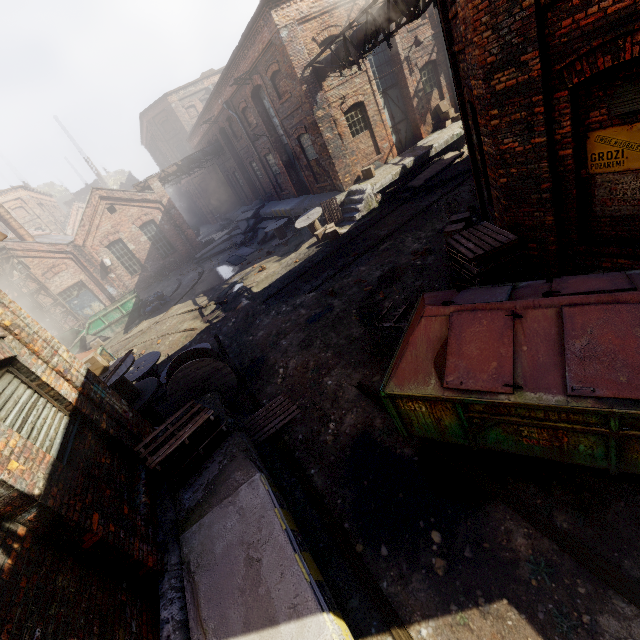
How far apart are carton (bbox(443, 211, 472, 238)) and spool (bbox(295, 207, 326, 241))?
7.27m

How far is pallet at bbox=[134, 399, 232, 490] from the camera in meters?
5.0

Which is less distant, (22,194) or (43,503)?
(43,503)

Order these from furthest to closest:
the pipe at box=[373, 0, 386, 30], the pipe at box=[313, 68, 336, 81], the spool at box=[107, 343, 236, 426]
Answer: the pipe at box=[313, 68, 336, 81] → the pipe at box=[373, 0, 386, 30] → the spool at box=[107, 343, 236, 426]

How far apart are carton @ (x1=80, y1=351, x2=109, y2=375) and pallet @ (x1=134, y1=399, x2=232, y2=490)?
3.54m

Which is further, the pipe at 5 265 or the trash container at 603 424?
the pipe at 5 265

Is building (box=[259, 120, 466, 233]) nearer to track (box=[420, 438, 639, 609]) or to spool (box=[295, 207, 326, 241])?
spool (box=[295, 207, 326, 241])

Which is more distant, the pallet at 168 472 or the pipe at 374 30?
the pipe at 374 30
